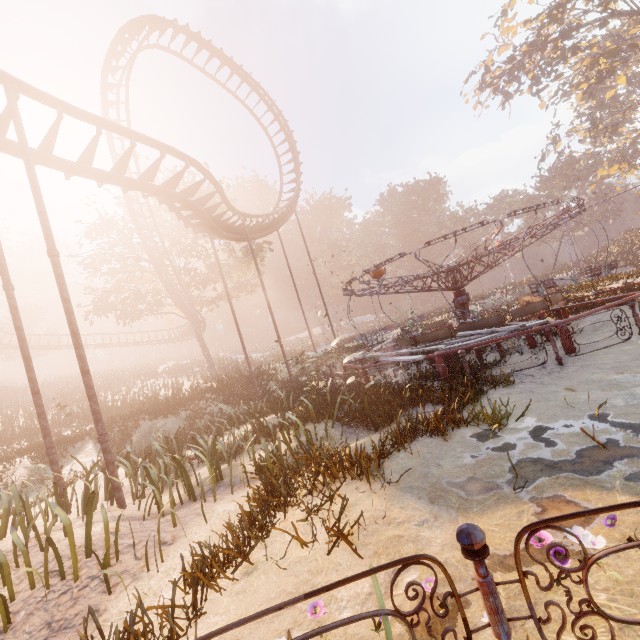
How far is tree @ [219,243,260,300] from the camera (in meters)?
28.88

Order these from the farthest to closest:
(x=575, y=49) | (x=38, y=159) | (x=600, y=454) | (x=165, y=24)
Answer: (x=575, y=49) < (x=165, y=24) < (x=38, y=159) < (x=600, y=454)

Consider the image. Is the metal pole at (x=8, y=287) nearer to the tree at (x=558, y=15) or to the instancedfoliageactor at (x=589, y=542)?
the instancedfoliageactor at (x=589, y=542)

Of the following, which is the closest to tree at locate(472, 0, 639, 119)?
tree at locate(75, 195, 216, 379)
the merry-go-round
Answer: the merry-go-round

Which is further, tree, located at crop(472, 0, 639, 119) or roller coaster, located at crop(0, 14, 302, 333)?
tree, located at crop(472, 0, 639, 119)

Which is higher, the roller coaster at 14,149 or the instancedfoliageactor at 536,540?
the roller coaster at 14,149

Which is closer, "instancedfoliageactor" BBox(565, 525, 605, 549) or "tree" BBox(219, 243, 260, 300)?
"instancedfoliageactor" BBox(565, 525, 605, 549)

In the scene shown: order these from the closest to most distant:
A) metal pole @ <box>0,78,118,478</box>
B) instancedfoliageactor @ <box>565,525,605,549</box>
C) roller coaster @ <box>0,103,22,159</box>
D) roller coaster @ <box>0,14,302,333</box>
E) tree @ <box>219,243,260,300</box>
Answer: instancedfoliageactor @ <box>565,525,605,549</box> → metal pole @ <box>0,78,118,478</box> → roller coaster @ <box>0,103,22,159</box> → roller coaster @ <box>0,14,302,333</box> → tree @ <box>219,243,260,300</box>
